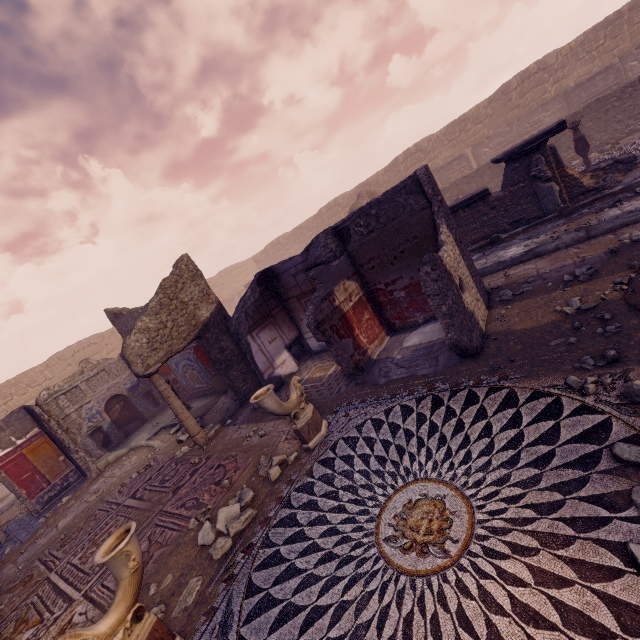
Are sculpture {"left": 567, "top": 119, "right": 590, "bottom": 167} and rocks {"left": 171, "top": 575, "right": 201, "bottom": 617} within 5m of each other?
no

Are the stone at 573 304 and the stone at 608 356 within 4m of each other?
yes

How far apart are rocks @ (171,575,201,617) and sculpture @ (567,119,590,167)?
15.6m

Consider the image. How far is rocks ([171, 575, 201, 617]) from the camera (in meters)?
3.62

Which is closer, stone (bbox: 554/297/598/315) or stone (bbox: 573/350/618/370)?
stone (bbox: 573/350/618/370)

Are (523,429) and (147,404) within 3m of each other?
no

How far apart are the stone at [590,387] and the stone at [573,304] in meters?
1.6

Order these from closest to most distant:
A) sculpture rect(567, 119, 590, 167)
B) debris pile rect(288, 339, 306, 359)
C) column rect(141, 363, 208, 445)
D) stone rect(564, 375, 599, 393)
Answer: stone rect(564, 375, 599, 393)
column rect(141, 363, 208, 445)
debris pile rect(288, 339, 306, 359)
sculpture rect(567, 119, 590, 167)
